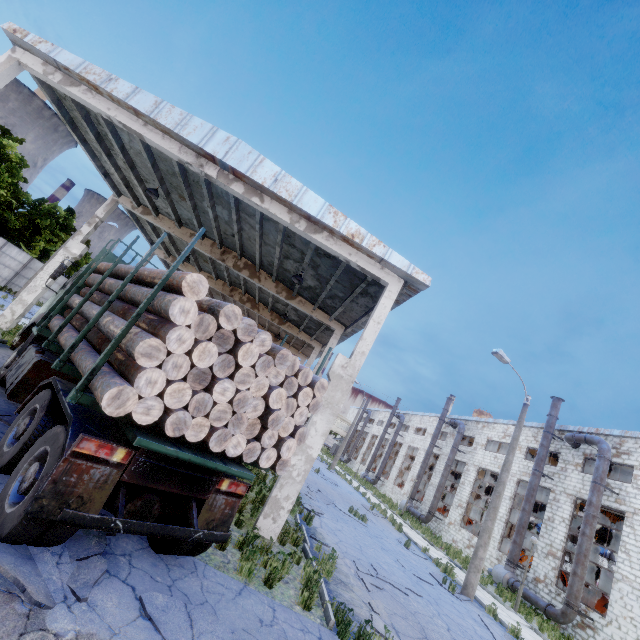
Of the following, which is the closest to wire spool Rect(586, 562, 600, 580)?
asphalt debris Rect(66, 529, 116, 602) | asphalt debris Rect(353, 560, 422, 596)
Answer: asphalt debris Rect(353, 560, 422, 596)

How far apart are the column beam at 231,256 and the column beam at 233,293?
5.6 meters

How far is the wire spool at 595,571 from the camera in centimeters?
2693cm

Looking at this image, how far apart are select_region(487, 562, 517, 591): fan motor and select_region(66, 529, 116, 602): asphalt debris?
24.0m

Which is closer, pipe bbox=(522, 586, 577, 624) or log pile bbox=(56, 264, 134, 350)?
log pile bbox=(56, 264, 134, 350)

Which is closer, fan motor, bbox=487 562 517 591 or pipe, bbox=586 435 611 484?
pipe, bbox=586 435 611 484

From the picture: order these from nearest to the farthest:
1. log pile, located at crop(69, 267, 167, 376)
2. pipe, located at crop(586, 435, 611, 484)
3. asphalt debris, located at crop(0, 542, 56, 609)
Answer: asphalt debris, located at crop(0, 542, 56, 609), log pile, located at crop(69, 267, 167, 376), pipe, located at crop(586, 435, 611, 484)

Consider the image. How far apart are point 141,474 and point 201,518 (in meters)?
1.31
